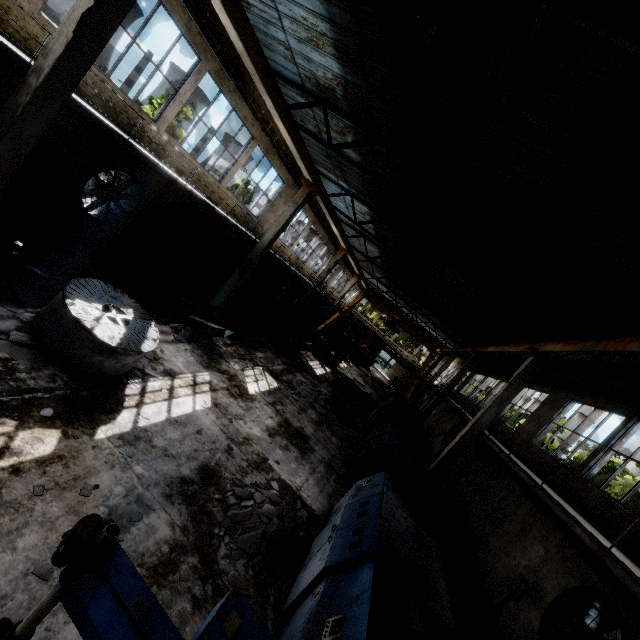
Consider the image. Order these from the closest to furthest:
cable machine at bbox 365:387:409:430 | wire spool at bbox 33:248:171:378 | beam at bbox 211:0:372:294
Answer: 1. wire spool at bbox 33:248:171:378
2. beam at bbox 211:0:372:294
3. cable machine at bbox 365:387:409:430

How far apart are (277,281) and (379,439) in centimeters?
1760cm

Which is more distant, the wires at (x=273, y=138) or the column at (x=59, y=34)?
the wires at (x=273, y=138)

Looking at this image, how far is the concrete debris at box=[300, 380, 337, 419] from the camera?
14.9m

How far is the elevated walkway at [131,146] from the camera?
7.2m

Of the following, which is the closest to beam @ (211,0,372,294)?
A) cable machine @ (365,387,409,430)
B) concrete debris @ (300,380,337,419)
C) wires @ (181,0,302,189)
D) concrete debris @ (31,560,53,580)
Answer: wires @ (181,0,302,189)

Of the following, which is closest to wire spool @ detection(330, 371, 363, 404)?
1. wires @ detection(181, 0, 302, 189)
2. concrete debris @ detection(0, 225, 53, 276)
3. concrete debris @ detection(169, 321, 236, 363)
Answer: concrete debris @ detection(169, 321, 236, 363)

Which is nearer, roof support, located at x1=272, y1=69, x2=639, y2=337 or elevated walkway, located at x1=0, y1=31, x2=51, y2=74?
elevated walkway, located at x1=0, y1=31, x2=51, y2=74
